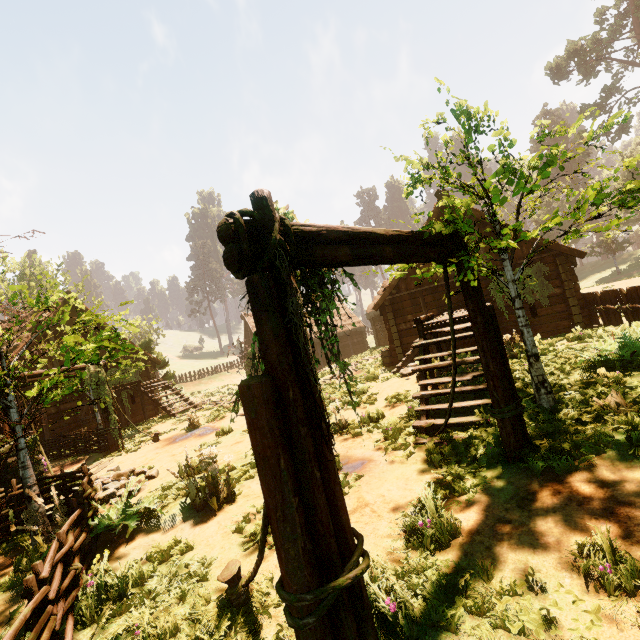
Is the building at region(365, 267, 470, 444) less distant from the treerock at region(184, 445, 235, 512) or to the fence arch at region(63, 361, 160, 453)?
the treerock at region(184, 445, 235, 512)

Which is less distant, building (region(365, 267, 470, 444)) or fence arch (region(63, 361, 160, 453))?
building (region(365, 267, 470, 444))

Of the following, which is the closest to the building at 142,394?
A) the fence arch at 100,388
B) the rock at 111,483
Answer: the rock at 111,483

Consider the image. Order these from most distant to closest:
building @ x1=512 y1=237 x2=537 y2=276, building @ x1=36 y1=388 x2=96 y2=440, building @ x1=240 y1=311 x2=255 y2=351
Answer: building @ x1=240 y1=311 x2=255 y2=351, building @ x1=36 y1=388 x2=96 y2=440, building @ x1=512 y1=237 x2=537 y2=276

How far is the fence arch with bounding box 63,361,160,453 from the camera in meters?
11.8

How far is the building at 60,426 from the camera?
15.3m

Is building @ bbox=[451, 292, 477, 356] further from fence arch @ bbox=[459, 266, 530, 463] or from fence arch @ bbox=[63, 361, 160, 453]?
fence arch @ bbox=[63, 361, 160, 453]

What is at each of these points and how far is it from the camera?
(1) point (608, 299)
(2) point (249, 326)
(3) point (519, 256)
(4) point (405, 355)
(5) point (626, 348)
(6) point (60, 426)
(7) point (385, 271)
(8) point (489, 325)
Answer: (1) fence, 11.8 meters
(2) building, 34.2 meters
(3) building, 14.8 meters
(4) building, 14.5 meters
(5) treerock, 6.1 meters
(6) building, 15.9 meters
(7) treerock, 5.4 meters
(8) fence arch, 4.7 meters
